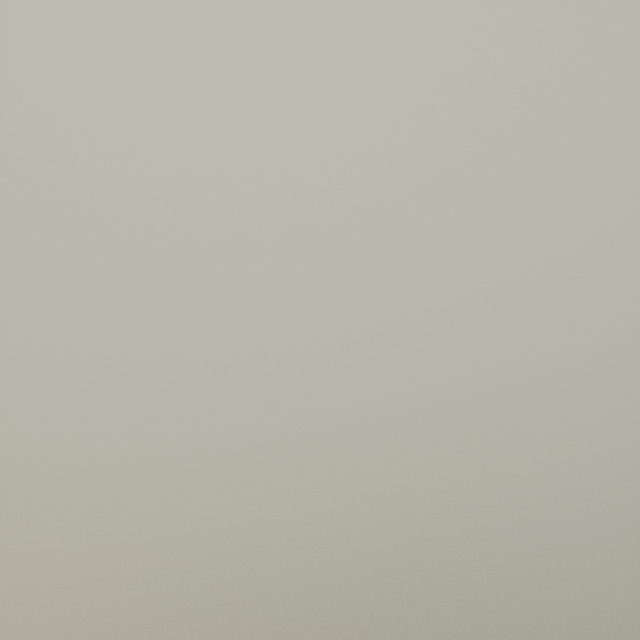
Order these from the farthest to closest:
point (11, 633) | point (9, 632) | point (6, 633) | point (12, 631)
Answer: point (12, 631), point (9, 632), point (11, 633), point (6, 633)
